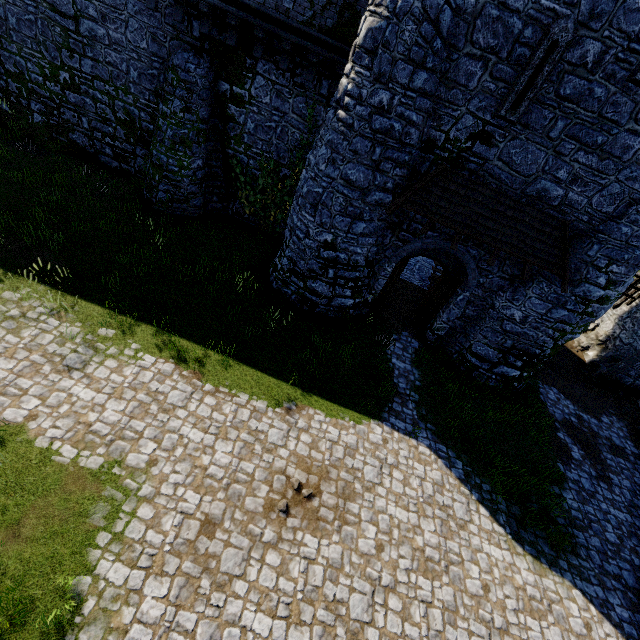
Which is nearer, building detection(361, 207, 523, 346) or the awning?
the awning

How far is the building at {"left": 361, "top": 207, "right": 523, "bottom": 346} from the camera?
11.1 meters

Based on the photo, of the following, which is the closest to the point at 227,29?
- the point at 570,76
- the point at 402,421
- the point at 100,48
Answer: the point at 100,48

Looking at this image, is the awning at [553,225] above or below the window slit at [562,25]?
below

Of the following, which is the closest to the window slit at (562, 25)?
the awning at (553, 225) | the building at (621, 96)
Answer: the building at (621, 96)

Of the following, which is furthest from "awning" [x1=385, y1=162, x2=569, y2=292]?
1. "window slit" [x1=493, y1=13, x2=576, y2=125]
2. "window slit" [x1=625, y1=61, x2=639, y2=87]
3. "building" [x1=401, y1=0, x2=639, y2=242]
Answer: "window slit" [x1=625, y1=61, x2=639, y2=87]

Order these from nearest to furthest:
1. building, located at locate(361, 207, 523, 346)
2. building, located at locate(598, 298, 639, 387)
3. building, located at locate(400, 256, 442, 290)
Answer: building, located at locate(361, 207, 523, 346)
building, located at locate(598, 298, 639, 387)
building, located at locate(400, 256, 442, 290)

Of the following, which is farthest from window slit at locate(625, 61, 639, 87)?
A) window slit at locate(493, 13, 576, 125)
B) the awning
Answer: the awning
